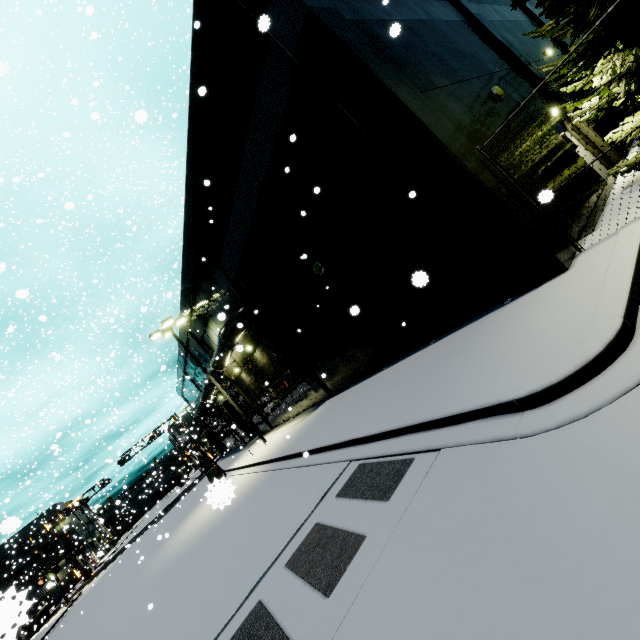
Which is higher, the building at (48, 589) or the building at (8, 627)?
the building at (48, 589)

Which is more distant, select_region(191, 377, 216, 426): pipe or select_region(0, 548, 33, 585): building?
select_region(0, 548, 33, 585): building

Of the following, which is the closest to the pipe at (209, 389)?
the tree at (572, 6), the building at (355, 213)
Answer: the building at (355, 213)

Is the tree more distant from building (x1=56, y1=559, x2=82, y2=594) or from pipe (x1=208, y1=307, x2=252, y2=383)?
pipe (x1=208, y1=307, x2=252, y2=383)

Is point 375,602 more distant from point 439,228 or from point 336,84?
point 336,84

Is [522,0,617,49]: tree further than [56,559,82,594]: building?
No
